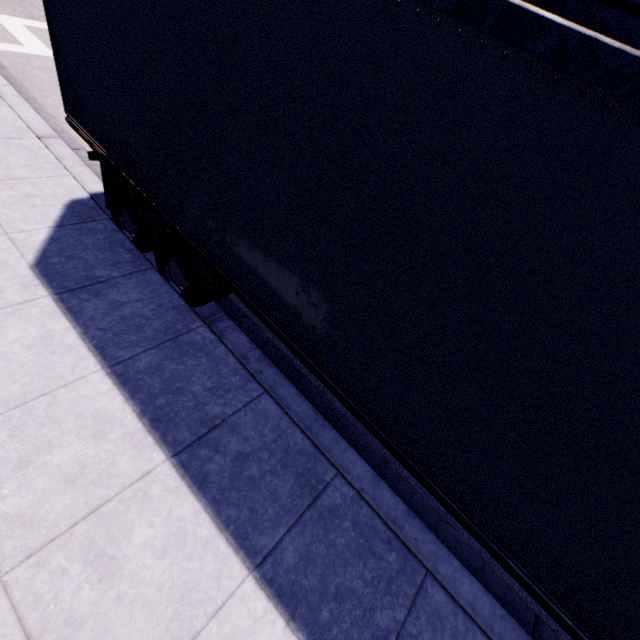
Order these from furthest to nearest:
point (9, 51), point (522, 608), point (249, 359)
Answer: point (9, 51) < point (249, 359) < point (522, 608)
